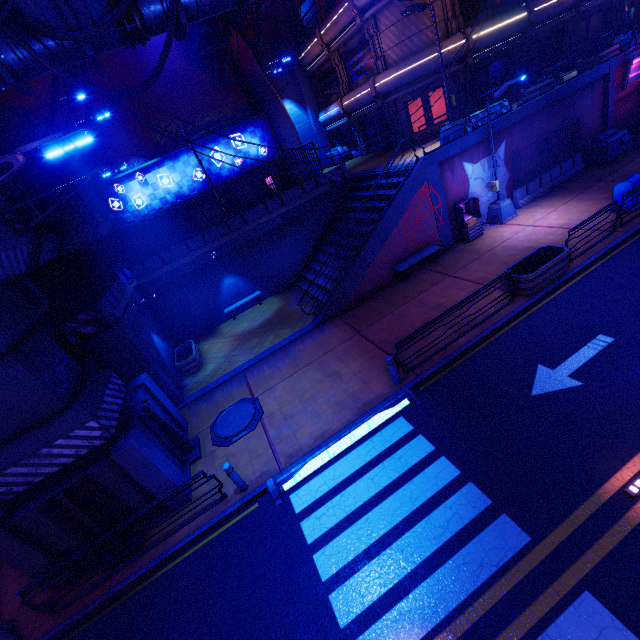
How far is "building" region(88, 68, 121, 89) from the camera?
19.22m

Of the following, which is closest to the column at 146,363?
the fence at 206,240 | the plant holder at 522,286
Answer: the fence at 206,240

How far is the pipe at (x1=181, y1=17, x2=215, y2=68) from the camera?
16.41m

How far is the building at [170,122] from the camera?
20.52m

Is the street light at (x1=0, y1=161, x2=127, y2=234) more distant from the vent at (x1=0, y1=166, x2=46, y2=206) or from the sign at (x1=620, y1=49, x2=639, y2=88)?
the sign at (x1=620, y1=49, x2=639, y2=88)

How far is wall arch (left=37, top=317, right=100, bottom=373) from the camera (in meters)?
11.09

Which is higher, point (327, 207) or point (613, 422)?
point (327, 207)

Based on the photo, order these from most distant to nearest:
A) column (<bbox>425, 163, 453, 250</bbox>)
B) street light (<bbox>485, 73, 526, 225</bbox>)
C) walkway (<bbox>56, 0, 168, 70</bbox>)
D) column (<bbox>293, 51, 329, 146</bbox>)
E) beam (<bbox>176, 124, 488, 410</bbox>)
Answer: column (<bbox>293, 51, 329, 146</bbox>) → column (<bbox>425, 163, 453, 250</bbox>) → beam (<bbox>176, 124, 488, 410</bbox>) → street light (<bbox>485, 73, 526, 225</bbox>) → walkway (<bbox>56, 0, 168, 70</bbox>)
